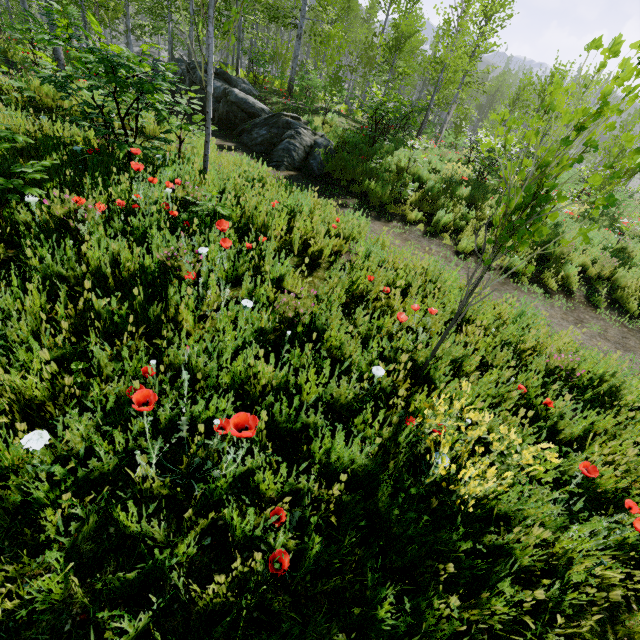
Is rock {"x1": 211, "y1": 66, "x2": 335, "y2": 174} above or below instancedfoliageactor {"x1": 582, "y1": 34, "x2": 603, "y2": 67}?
below

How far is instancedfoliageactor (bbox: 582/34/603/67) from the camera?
1.6m

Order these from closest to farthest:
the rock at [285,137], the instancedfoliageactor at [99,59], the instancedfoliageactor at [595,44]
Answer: the instancedfoliageactor at [595,44]
the instancedfoliageactor at [99,59]
the rock at [285,137]

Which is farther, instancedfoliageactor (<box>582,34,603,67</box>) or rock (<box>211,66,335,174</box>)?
rock (<box>211,66,335,174</box>)

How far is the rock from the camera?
9.8 meters

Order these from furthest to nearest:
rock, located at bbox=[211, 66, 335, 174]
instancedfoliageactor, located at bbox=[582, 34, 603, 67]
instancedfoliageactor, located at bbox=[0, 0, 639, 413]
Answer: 1. rock, located at bbox=[211, 66, 335, 174]
2. instancedfoliageactor, located at bbox=[0, 0, 639, 413]
3. instancedfoliageactor, located at bbox=[582, 34, 603, 67]

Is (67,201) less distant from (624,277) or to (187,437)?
(187,437)

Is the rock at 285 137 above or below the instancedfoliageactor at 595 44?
below
